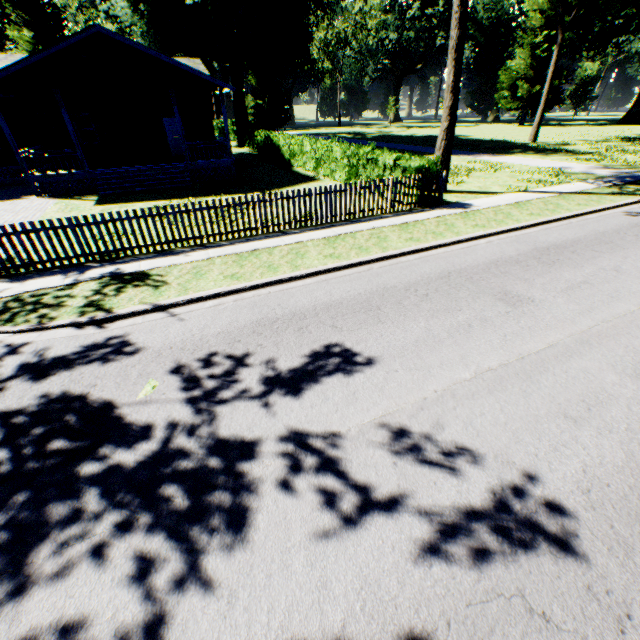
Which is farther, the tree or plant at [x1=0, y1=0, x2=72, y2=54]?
plant at [x1=0, y1=0, x2=72, y2=54]

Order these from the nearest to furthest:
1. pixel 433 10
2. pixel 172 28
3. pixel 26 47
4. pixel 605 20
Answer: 1. pixel 172 28
2. pixel 605 20
3. pixel 26 47
4. pixel 433 10

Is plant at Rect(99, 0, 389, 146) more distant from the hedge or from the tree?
the hedge

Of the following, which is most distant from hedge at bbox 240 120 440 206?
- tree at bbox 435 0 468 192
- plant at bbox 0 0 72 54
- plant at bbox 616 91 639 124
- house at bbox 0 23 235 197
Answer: plant at bbox 616 91 639 124

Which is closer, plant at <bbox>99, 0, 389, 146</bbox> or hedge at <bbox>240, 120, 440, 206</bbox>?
hedge at <bbox>240, 120, 440, 206</bbox>

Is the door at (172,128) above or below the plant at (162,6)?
below

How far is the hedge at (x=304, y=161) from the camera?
12.2 meters

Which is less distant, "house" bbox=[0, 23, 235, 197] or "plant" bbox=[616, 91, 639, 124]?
"house" bbox=[0, 23, 235, 197]
